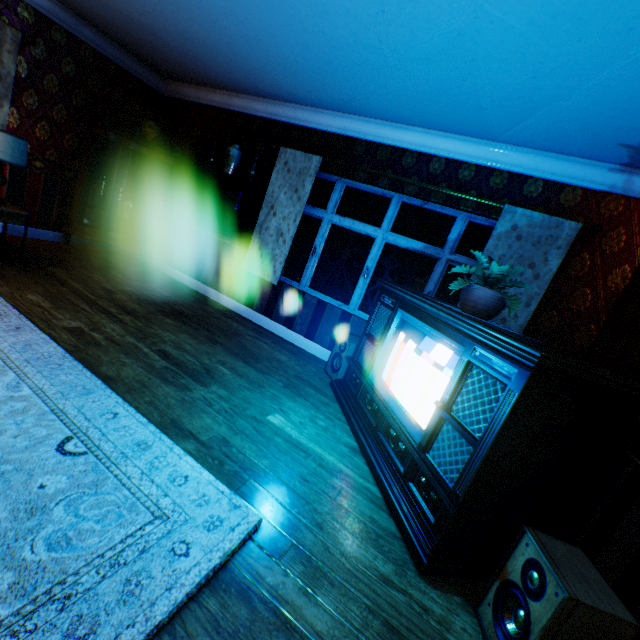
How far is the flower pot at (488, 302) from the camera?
2.5m

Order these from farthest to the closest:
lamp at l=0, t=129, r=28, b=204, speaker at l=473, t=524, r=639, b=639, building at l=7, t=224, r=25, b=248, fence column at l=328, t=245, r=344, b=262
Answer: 1. fence column at l=328, t=245, r=344, b=262
2. building at l=7, t=224, r=25, b=248
3. lamp at l=0, t=129, r=28, b=204
4. speaker at l=473, t=524, r=639, b=639

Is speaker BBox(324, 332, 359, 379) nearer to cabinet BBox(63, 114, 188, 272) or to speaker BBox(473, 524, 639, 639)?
speaker BBox(473, 524, 639, 639)

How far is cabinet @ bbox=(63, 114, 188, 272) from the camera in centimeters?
516cm

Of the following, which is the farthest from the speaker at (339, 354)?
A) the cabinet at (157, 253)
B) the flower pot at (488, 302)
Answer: the cabinet at (157, 253)

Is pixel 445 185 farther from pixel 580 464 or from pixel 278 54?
pixel 580 464

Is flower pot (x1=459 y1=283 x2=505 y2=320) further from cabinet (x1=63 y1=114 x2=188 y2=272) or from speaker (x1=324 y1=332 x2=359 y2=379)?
cabinet (x1=63 y1=114 x2=188 y2=272)

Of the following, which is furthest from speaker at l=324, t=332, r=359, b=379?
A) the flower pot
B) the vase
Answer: the vase
